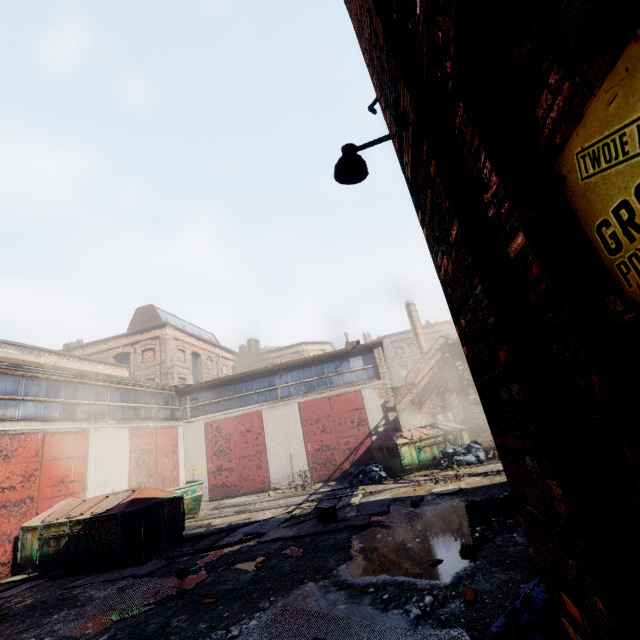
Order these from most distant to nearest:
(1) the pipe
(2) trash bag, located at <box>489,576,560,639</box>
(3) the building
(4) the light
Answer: (3) the building
(1) the pipe
(4) the light
(2) trash bag, located at <box>489,576,560,639</box>

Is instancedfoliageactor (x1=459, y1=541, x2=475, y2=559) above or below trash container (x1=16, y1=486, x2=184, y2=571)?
below

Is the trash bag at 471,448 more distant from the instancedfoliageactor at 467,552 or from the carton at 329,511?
the instancedfoliageactor at 467,552

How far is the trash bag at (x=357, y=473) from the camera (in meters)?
13.24

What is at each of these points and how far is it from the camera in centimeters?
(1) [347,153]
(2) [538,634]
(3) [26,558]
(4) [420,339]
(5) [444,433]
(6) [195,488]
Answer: (1) light, 379cm
(2) trash bag, 231cm
(3) trash container, 971cm
(4) building, 3031cm
(5) trash container, 1544cm
(6) container, 1303cm

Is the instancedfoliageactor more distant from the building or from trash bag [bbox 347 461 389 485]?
the building

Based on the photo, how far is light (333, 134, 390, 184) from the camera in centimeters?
368cm

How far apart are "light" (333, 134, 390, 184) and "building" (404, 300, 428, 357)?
27.8m
